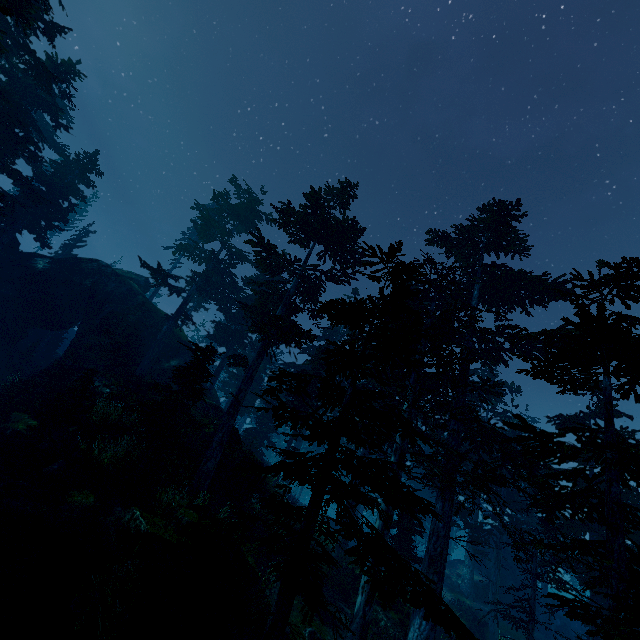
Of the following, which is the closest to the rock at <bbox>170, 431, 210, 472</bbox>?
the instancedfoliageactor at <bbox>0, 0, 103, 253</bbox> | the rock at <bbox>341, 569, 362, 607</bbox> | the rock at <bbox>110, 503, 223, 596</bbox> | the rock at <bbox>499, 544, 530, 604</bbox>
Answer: the instancedfoliageactor at <bbox>0, 0, 103, 253</bbox>

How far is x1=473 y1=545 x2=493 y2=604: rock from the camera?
28.9m

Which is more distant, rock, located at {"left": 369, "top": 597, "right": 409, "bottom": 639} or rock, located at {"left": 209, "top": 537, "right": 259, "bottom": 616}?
rock, located at {"left": 369, "top": 597, "right": 409, "bottom": 639}

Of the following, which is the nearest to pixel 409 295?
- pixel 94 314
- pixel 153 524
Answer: pixel 153 524

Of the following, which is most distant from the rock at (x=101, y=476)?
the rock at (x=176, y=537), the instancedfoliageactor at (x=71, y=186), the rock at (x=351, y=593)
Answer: the rock at (x=351, y=593)

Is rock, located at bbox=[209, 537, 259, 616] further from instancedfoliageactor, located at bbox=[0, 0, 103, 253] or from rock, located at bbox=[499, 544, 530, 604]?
rock, located at bbox=[499, 544, 530, 604]

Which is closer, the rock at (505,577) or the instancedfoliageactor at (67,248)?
the rock at (505,577)
